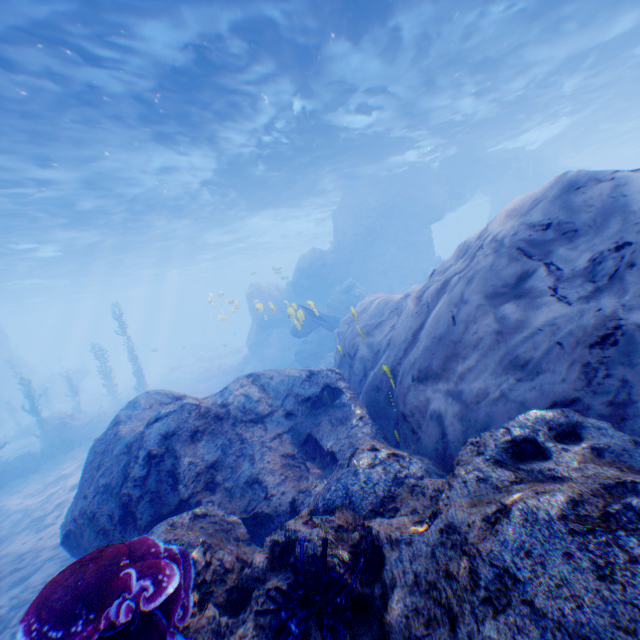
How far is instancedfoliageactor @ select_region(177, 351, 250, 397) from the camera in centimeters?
2636cm

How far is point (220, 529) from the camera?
3.31m

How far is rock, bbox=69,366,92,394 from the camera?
33.91m

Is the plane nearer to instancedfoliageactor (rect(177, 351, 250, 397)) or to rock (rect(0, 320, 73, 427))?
rock (rect(0, 320, 73, 427))

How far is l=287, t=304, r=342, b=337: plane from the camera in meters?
12.9

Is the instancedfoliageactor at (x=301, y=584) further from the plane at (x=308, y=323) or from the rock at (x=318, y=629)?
the plane at (x=308, y=323)

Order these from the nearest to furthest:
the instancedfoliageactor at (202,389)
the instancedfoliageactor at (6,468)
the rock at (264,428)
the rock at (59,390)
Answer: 1. the rock at (264,428)
2. the instancedfoliageactor at (6,468)
3. the instancedfoliageactor at (202,389)
4. the rock at (59,390)

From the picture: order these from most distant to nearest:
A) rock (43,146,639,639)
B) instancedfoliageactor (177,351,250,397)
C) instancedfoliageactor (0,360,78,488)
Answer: instancedfoliageactor (177,351,250,397)
instancedfoliageactor (0,360,78,488)
rock (43,146,639,639)
